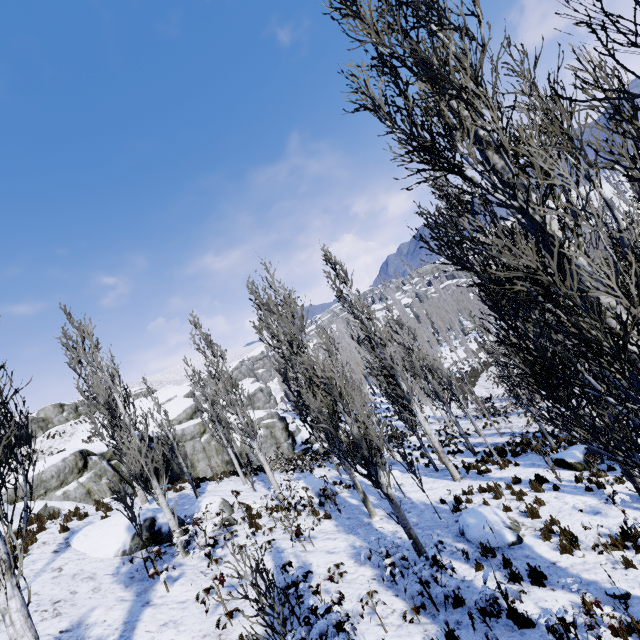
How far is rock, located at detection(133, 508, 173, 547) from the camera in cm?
1027

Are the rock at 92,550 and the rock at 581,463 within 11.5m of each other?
A: no

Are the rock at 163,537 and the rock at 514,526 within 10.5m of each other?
yes

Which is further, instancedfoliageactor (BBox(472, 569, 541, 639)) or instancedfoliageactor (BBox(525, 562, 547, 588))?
instancedfoliageactor (BBox(525, 562, 547, 588))

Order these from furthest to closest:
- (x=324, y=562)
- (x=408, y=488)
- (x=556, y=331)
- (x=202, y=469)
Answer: (x=202, y=469), (x=408, y=488), (x=324, y=562), (x=556, y=331)

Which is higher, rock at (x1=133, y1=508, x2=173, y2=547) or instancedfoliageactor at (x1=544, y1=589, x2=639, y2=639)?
rock at (x1=133, y1=508, x2=173, y2=547)

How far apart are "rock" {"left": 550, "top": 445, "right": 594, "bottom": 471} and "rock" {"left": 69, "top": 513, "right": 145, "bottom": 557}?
14.9m

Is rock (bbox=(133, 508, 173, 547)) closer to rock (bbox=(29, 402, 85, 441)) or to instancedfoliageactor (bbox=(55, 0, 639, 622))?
instancedfoliageactor (bbox=(55, 0, 639, 622))
